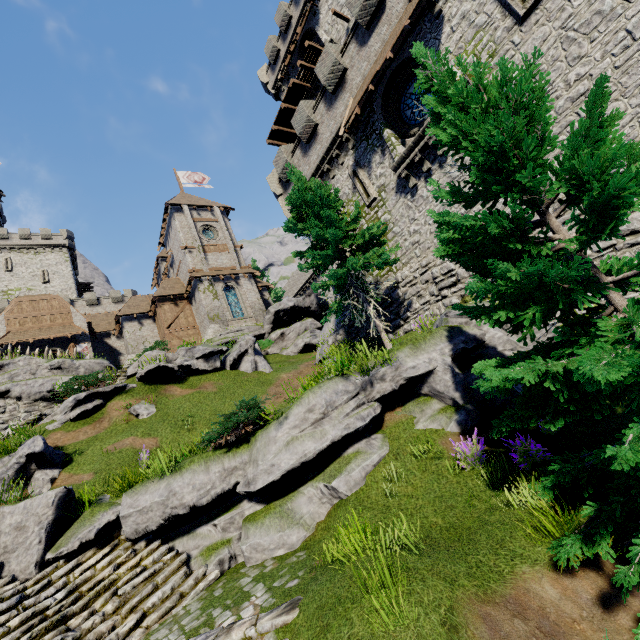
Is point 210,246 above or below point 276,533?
above

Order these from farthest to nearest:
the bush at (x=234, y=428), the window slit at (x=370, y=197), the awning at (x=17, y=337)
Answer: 1. the awning at (x=17, y=337)
2. the window slit at (x=370, y=197)
3. the bush at (x=234, y=428)

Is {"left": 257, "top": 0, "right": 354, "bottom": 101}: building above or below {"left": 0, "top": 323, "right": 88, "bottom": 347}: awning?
above

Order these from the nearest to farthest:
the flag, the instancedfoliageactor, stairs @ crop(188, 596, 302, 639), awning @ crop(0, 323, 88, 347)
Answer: stairs @ crop(188, 596, 302, 639), the instancedfoliageactor, awning @ crop(0, 323, 88, 347), the flag

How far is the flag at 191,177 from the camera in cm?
3962

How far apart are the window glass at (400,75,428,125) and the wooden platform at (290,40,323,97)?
13.10m

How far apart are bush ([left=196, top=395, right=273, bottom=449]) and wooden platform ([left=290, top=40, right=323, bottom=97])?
25.7m

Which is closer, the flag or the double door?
the double door
